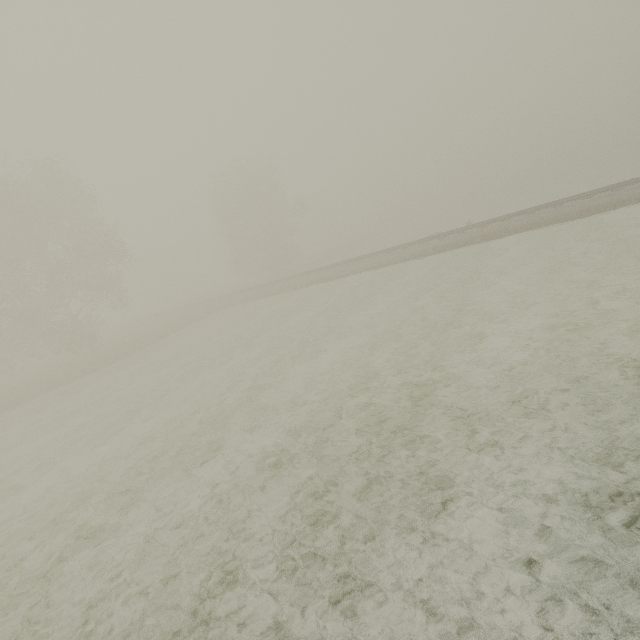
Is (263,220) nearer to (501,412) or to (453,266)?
(453,266)
